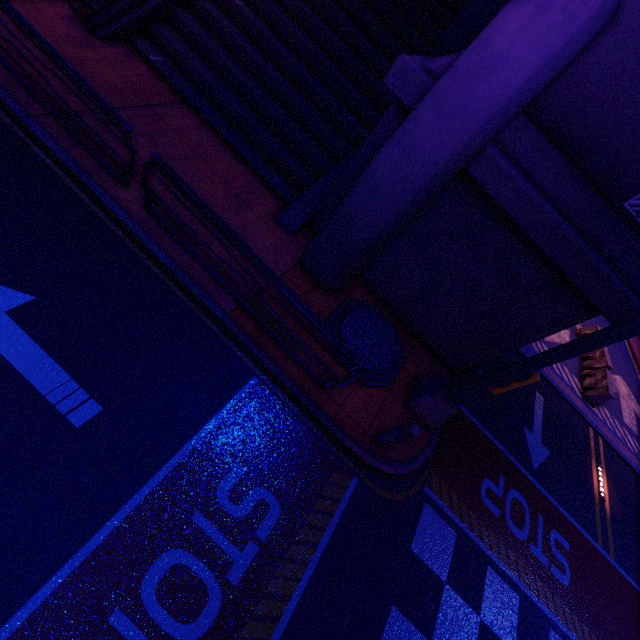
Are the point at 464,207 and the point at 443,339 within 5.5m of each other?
yes

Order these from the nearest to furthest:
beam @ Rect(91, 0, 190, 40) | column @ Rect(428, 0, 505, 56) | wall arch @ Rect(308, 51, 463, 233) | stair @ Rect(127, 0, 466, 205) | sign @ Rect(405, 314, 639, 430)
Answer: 1. sign @ Rect(405, 314, 639, 430)
2. wall arch @ Rect(308, 51, 463, 233)
3. column @ Rect(428, 0, 505, 56)
4. beam @ Rect(91, 0, 190, 40)
5. stair @ Rect(127, 0, 466, 205)

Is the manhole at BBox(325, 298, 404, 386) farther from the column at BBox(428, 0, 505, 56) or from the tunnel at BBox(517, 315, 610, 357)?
the column at BBox(428, 0, 505, 56)

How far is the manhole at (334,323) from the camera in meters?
6.9

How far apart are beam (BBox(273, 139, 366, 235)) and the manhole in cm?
203

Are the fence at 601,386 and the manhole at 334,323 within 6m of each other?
no

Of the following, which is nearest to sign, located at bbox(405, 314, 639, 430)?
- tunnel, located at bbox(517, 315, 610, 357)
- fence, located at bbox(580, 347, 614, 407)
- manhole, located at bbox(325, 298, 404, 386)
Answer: manhole, located at bbox(325, 298, 404, 386)

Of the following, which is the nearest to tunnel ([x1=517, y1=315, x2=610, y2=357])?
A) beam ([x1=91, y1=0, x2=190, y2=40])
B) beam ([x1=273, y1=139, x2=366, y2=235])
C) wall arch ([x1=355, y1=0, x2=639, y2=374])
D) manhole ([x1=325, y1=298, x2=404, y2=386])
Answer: wall arch ([x1=355, y1=0, x2=639, y2=374])
